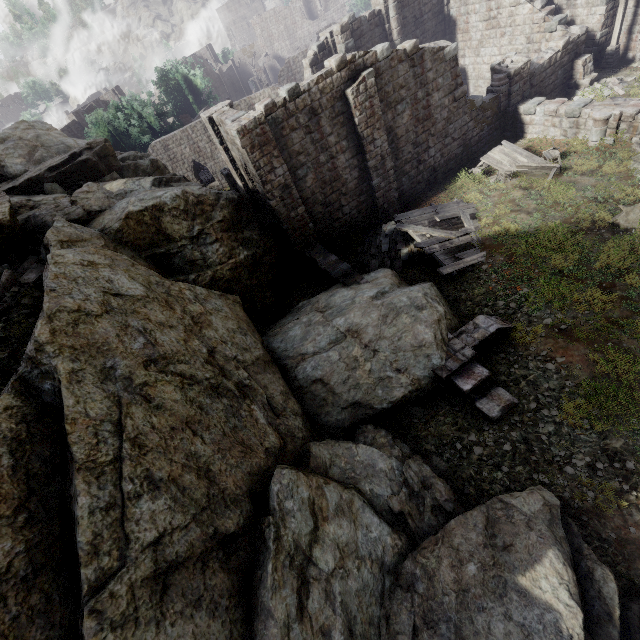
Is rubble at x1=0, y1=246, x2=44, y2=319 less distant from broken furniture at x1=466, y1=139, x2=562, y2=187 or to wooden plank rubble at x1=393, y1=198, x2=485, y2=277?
wooden plank rubble at x1=393, y1=198, x2=485, y2=277

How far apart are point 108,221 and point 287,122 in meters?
7.9

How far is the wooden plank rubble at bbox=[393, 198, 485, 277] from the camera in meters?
12.8 m

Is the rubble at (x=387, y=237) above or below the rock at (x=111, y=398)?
below

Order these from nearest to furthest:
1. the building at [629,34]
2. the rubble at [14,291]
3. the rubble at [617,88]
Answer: the rubble at [14,291]
the rubble at [617,88]
the building at [629,34]

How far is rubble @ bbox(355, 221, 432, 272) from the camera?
14.4 meters

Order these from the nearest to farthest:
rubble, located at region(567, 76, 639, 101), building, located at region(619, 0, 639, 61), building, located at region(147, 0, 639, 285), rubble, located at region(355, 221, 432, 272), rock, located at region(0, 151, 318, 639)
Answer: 1. rock, located at region(0, 151, 318, 639)
2. building, located at region(147, 0, 639, 285)
3. rubble, located at region(355, 221, 432, 272)
4. rubble, located at region(567, 76, 639, 101)
5. building, located at region(619, 0, 639, 61)

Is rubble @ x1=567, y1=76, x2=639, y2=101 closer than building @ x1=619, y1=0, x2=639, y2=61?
Yes
